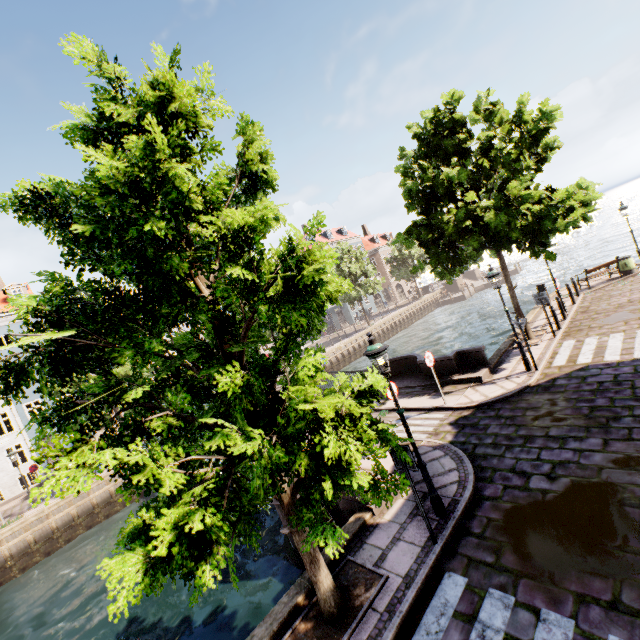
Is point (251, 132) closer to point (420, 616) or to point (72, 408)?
point (72, 408)

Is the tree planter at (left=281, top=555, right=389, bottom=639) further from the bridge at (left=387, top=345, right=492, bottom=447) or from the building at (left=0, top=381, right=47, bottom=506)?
the building at (left=0, top=381, right=47, bottom=506)

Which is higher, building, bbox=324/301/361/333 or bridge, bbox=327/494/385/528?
building, bbox=324/301/361/333

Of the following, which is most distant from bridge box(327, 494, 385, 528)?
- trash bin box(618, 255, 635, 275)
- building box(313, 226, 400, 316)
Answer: trash bin box(618, 255, 635, 275)

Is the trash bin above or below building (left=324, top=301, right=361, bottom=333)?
below

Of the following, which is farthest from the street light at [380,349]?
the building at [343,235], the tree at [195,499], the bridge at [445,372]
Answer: the building at [343,235]

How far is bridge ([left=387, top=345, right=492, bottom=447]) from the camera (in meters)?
10.63

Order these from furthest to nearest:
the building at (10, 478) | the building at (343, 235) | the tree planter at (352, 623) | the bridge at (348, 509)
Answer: the building at (343, 235) < the building at (10, 478) < the bridge at (348, 509) < the tree planter at (352, 623)
